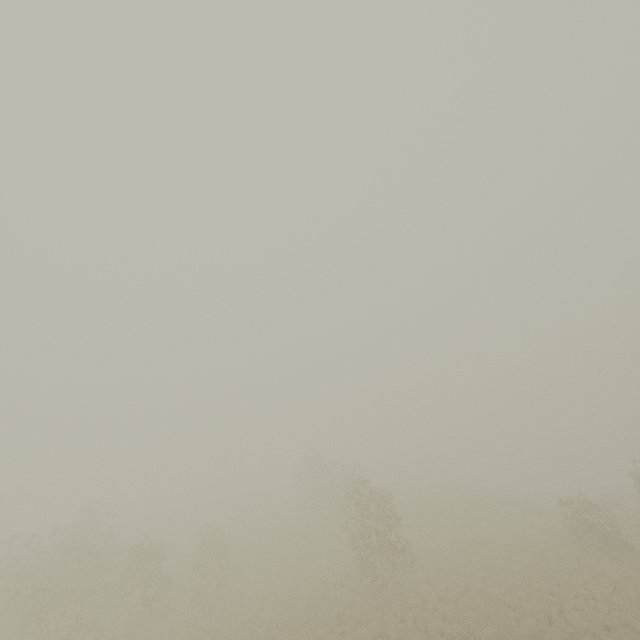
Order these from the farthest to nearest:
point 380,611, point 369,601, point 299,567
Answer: point 299,567 < point 369,601 < point 380,611
